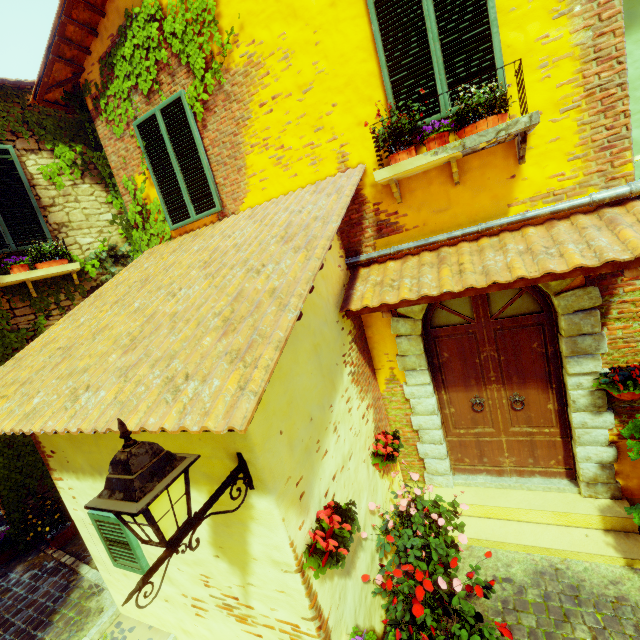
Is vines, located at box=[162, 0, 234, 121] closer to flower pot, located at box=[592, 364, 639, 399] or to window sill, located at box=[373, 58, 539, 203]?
window sill, located at box=[373, 58, 539, 203]

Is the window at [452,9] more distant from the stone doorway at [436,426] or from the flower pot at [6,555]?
the flower pot at [6,555]

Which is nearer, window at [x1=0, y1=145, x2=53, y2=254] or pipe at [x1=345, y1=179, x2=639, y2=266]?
pipe at [x1=345, y1=179, x2=639, y2=266]

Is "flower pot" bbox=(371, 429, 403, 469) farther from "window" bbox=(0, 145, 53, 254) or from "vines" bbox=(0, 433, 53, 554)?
"window" bbox=(0, 145, 53, 254)

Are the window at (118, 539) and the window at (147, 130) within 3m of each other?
no

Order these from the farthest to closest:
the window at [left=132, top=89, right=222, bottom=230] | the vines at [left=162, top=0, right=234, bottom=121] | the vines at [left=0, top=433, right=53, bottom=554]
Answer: the vines at [left=0, top=433, right=53, bottom=554], the window at [left=132, top=89, right=222, bottom=230], the vines at [left=162, top=0, right=234, bottom=121]

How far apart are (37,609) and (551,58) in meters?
8.7

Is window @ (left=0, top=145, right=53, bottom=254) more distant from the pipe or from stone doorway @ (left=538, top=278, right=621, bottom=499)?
stone doorway @ (left=538, top=278, right=621, bottom=499)
